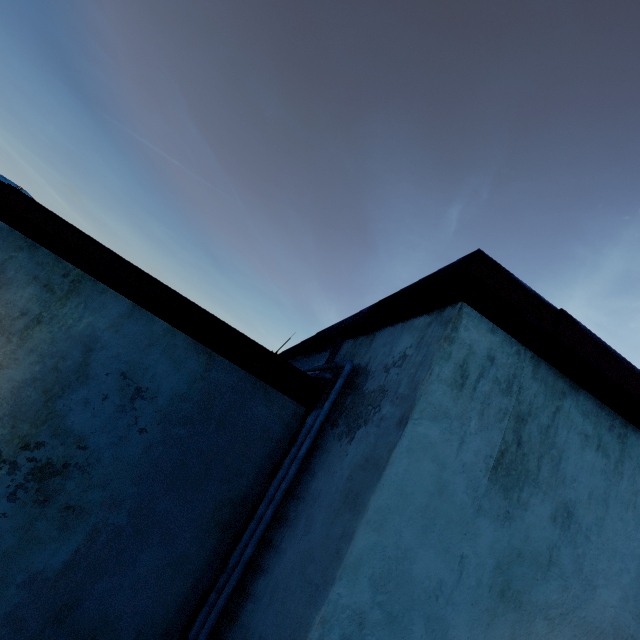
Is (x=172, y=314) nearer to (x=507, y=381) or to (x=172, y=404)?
(x=172, y=404)

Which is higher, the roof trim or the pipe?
the roof trim

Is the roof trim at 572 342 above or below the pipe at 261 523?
above
